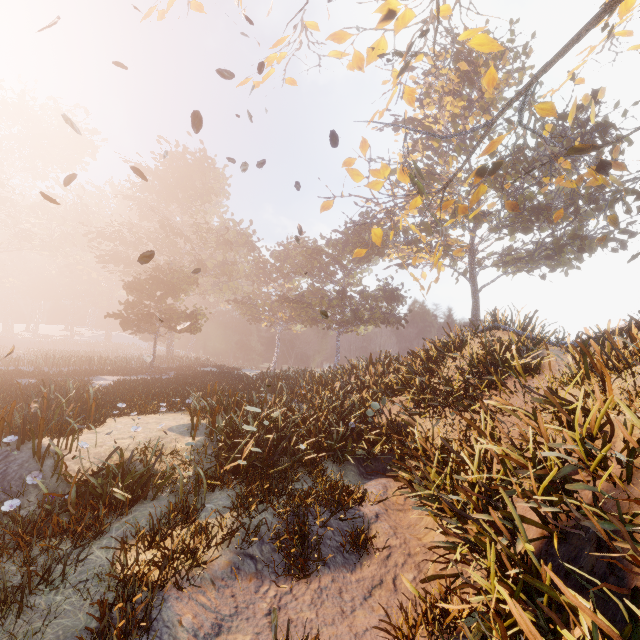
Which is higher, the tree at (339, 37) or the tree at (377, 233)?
the tree at (339, 37)

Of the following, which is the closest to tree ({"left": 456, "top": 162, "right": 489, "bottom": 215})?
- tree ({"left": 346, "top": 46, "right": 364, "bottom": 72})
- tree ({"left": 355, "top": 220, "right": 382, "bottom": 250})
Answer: tree ({"left": 346, "top": 46, "right": 364, "bottom": 72})

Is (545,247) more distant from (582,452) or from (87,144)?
(87,144)

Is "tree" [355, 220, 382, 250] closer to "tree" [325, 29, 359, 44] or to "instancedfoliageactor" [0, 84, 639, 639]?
"tree" [325, 29, 359, 44]

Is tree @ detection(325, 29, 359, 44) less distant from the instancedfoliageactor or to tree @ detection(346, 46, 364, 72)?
tree @ detection(346, 46, 364, 72)

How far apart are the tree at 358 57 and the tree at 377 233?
6.0m

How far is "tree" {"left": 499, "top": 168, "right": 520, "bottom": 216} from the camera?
13.3 meters
